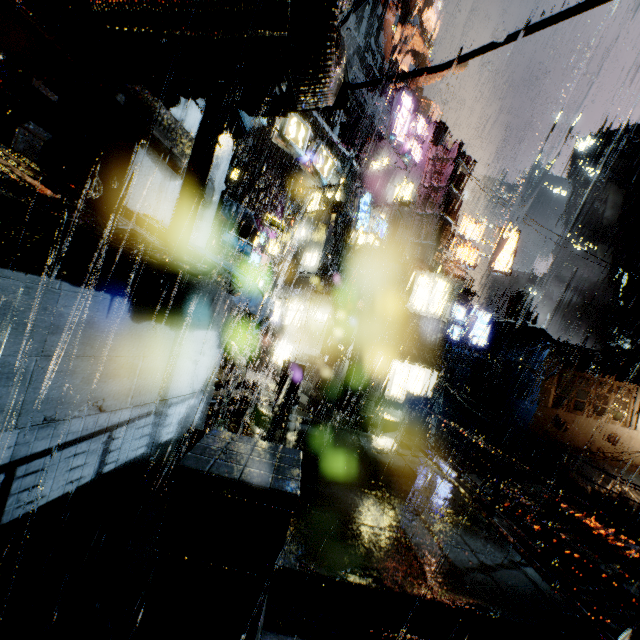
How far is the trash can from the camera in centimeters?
1553cm

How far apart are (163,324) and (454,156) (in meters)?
20.70

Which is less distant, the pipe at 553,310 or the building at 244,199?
the building at 244,199

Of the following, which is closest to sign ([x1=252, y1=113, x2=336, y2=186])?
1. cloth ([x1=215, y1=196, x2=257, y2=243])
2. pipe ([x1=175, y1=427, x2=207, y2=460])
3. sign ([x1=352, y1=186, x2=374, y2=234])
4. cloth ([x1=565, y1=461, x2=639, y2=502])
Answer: sign ([x1=352, y1=186, x2=374, y2=234])

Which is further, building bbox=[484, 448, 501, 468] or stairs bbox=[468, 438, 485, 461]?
stairs bbox=[468, 438, 485, 461]

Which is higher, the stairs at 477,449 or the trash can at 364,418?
the trash can at 364,418

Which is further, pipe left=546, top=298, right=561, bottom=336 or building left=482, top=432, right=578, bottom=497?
pipe left=546, top=298, right=561, bottom=336

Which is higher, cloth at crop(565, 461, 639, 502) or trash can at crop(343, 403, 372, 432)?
trash can at crop(343, 403, 372, 432)
